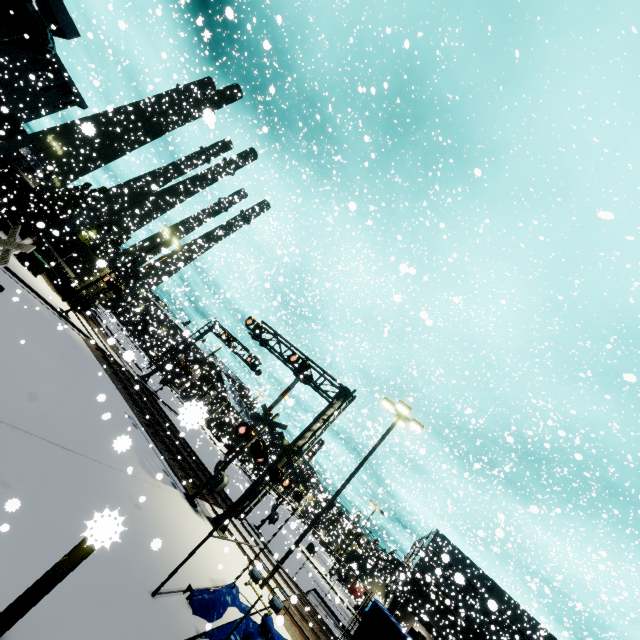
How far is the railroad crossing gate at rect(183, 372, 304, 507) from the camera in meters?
13.8 m

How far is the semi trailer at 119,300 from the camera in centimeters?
4359cm

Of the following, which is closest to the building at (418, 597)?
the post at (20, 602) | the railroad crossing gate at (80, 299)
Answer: the railroad crossing gate at (80, 299)

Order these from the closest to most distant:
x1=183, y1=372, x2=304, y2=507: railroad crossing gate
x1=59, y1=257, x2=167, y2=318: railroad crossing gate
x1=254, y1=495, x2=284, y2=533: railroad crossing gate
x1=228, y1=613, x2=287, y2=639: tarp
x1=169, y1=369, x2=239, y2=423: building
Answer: x1=169, y1=369, x2=239, y2=423: building → x1=228, y1=613, x2=287, y2=639: tarp → x1=183, y1=372, x2=304, y2=507: railroad crossing gate → x1=59, y1=257, x2=167, y2=318: railroad crossing gate → x1=254, y1=495, x2=284, y2=533: railroad crossing gate

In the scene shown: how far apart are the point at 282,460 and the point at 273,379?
15.4m

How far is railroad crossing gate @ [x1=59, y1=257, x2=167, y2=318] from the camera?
21.8m

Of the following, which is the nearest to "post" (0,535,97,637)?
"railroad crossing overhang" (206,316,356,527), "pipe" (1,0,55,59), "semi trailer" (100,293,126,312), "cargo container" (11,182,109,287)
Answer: "cargo container" (11,182,109,287)

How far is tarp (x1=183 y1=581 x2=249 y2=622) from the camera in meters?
7.5 m
